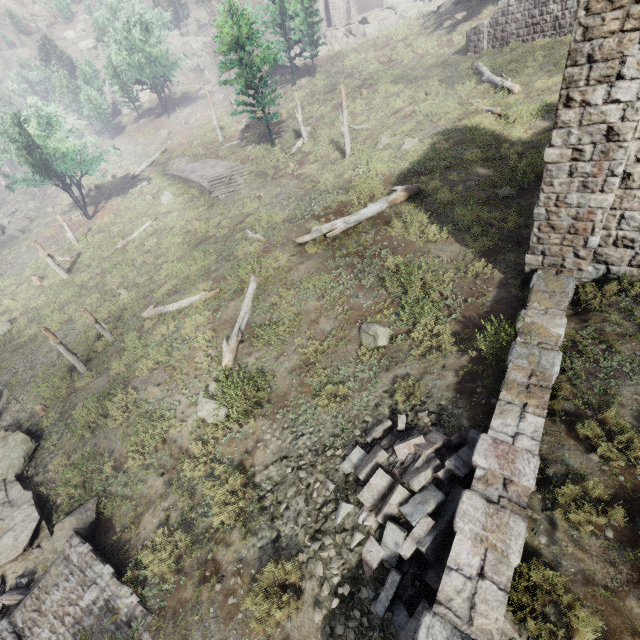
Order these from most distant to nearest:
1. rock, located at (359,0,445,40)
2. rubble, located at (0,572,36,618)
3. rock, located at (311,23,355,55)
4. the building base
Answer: rock, located at (311,23,355,55)
rock, located at (359,0,445,40)
the building base
rubble, located at (0,572,36,618)

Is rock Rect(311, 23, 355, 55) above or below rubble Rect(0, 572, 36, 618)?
above

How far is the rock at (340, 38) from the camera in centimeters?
4746cm

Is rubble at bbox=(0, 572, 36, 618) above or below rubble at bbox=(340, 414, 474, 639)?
below

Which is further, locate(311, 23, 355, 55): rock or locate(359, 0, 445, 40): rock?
locate(311, 23, 355, 55): rock

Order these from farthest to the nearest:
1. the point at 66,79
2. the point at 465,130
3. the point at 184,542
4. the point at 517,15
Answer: the point at 66,79 < the point at 517,15 < the point at 465,130 < the point at 184,542

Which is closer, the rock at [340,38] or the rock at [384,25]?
the rock at [384,25]

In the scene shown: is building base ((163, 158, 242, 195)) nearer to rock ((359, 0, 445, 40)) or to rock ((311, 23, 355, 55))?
rock ((311, 23, 355, 55))
